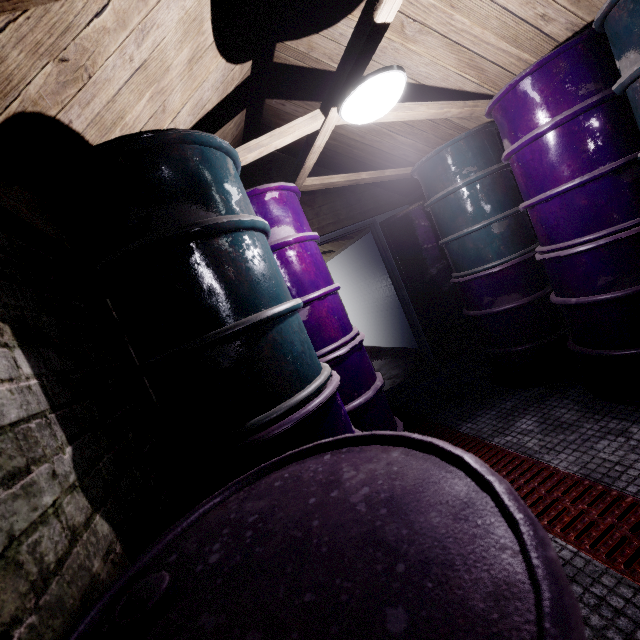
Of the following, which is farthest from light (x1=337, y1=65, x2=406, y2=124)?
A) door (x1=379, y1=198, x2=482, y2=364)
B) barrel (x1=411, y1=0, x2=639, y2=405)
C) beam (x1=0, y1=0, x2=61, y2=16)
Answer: door (x1=379, y1=198, x2=482, y2=364)

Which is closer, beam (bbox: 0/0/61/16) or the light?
beam (bbox: 0/0/61/16)

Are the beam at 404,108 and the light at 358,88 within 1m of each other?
yes

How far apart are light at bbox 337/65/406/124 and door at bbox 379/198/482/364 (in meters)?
1.96

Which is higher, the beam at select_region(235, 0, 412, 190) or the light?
the beam at select_region(235, 0, 412, 190)

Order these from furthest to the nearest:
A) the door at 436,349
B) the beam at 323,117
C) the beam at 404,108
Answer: the door at 436,349
the beam at 404,108
the beam at 323,117

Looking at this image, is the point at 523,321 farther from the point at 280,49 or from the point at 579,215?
the point at 280,49
